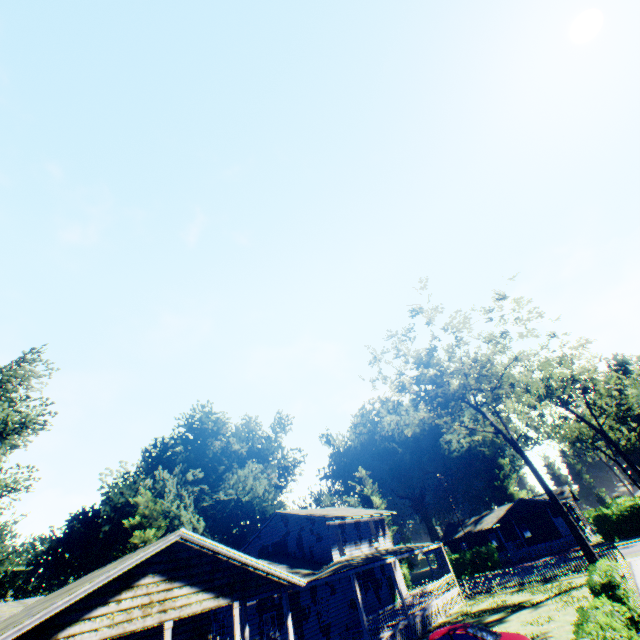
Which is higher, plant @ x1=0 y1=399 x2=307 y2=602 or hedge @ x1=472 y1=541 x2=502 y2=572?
plant @ x1=0 y1=399 x2=307 y2=602

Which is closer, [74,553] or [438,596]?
[438,596]

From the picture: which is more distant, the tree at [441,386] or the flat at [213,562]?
the tree at [441,386]

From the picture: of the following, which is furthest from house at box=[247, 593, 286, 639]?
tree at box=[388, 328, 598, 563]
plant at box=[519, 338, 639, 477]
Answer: plant at box=[519, 338, 639, 477]

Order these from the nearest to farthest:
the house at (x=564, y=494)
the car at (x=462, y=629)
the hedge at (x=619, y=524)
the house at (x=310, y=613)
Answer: the car at (x=462, y=629), the house at (x=310, y=613), the hedge at (x=619, y=524), the house at (x=564, y=494)

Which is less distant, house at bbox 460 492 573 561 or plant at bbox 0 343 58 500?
plant at bbox 0 343 58 500

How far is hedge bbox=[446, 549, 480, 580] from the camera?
41.7 meters
